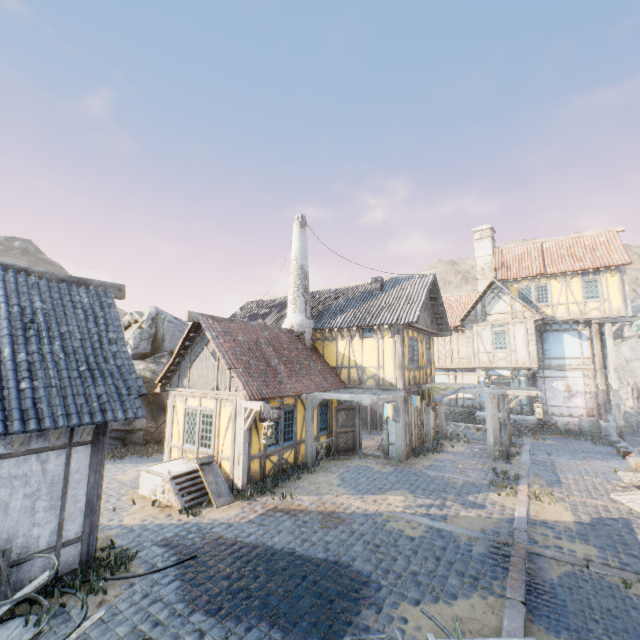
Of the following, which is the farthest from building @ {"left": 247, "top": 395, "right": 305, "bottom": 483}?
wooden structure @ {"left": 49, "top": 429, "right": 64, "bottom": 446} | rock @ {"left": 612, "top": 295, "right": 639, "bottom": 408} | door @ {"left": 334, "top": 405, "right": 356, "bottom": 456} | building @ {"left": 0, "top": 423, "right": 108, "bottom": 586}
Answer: rock @ {"left": 612, "top": 295, "right": 639, "bottom": 408}

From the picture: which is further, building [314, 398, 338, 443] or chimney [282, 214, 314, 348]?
chimney [282, 214, 314, 348]

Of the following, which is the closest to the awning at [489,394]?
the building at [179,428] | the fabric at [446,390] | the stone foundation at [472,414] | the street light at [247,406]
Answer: the fabric at [446,390]

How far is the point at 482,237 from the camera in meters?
24.8

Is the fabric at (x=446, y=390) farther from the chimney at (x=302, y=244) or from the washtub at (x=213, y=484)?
the washtub at (x=213, y=484)

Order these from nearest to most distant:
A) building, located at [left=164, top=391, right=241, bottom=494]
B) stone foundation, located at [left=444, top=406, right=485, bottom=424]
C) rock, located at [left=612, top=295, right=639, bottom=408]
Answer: building, located at [left=164, top=391, right=241, bottom=494] → stone foundation, located at [left=444, top=406, right=485, bottom=424] → rock, located at [left=612, top=295, right=639, bottom=408]

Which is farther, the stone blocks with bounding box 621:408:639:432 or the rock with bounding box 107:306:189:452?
the stone blocks with bounding box 621:408:639:432

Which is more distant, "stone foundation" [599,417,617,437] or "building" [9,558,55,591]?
"stone foundation" [599,417,617,437]
